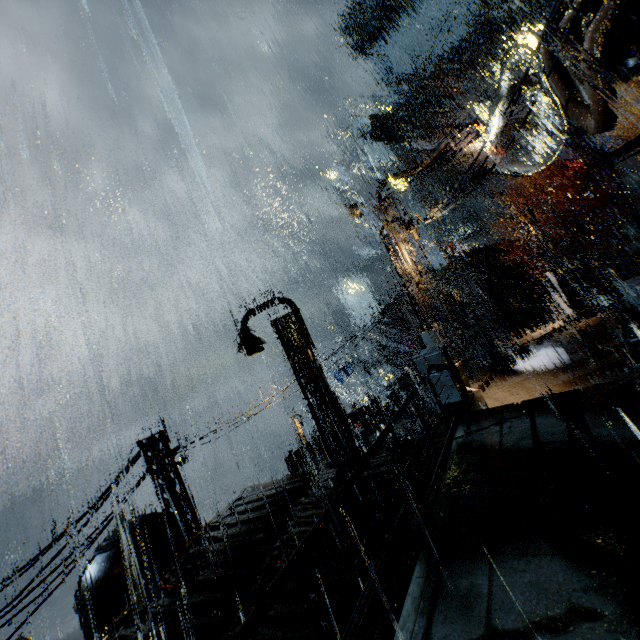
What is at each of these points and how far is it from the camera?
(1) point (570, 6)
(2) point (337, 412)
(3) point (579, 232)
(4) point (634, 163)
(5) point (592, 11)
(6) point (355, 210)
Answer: (1) building vent, 6.26m
(2) street light, 11.99m
(3) building vent, 38.75m
(4) building, 35.72m
(5) building vent, 5.92m
(6) light, 15.31m

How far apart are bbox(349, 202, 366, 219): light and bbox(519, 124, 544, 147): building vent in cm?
4393

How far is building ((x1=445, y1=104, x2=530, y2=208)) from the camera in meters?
45.1

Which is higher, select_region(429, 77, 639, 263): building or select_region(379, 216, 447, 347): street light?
select_region(429, 77, 639, 263): building

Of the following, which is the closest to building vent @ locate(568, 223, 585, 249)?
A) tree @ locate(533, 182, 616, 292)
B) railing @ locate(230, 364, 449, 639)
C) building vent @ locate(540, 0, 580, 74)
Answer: tree @ locate(533, 182, 616, 292)

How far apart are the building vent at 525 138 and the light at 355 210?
43.9m

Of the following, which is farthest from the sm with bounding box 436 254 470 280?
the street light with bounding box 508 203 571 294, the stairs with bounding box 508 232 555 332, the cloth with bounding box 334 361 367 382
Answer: the street light with bounding box 508 203 571 294

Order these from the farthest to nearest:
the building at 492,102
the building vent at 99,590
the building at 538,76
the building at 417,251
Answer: the building at 492,102 → the building at 417,251 → the building vent at 99,590 → the building at 538,76
